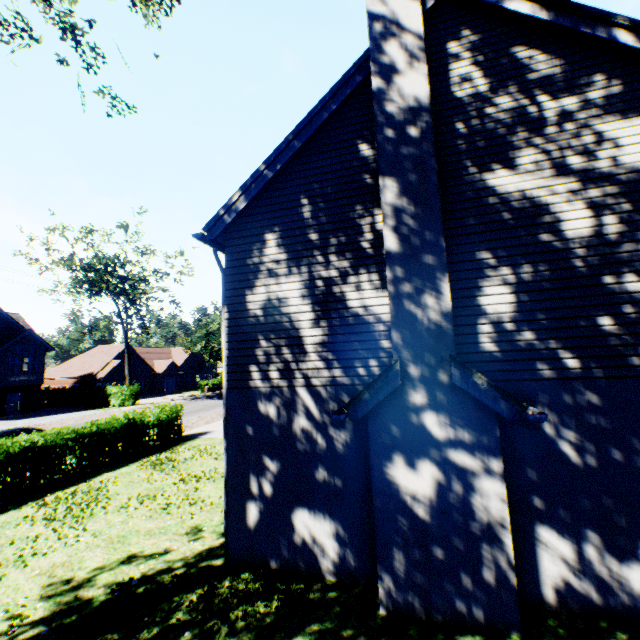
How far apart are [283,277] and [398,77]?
4.35m

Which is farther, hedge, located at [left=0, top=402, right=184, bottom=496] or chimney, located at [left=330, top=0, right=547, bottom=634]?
hedge, located at [left=0, top=402, right=184, bottom=496]

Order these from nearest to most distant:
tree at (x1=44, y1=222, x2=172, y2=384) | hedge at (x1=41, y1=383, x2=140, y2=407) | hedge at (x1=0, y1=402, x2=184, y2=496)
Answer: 1. hedge at (x1=0, y1=402, x2=184, y2=496)
2. tree at (x1=44, y1=222, x2=172, y2=384)
3. hedge at (x1=41, y1=383, x2=140, y2=407)

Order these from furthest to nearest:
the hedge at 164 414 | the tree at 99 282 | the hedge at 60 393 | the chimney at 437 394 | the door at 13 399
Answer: the hedge at 60 393, the door at 13 399, the tree at 99 282, the hedge at 164 414, the chimney at 437 394

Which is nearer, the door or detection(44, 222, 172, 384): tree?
detection(44, 222, 172, 384): tree

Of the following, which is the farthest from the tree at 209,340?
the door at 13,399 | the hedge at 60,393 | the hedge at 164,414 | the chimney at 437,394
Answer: the door at 13,399

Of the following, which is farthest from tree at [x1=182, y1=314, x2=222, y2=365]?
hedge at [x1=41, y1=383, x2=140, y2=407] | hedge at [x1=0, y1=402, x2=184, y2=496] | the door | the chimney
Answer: the door

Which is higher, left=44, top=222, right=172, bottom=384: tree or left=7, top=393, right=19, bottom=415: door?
left=44, top=222, right=172, bottom=384: tree
